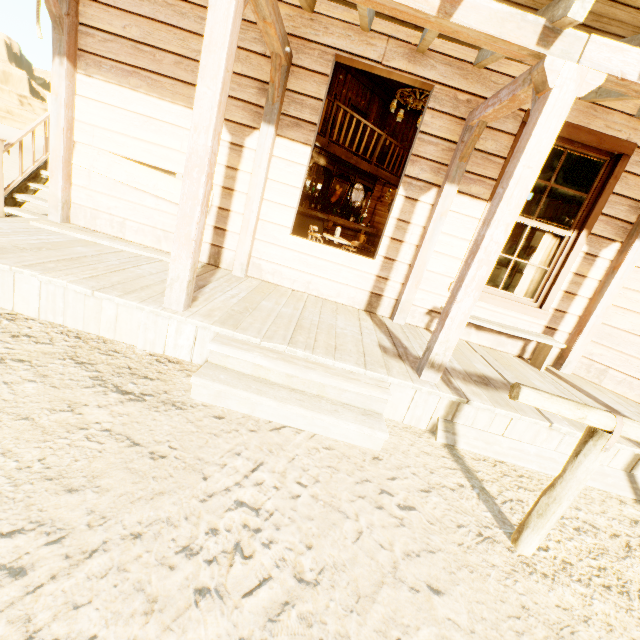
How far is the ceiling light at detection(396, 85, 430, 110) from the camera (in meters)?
8.30

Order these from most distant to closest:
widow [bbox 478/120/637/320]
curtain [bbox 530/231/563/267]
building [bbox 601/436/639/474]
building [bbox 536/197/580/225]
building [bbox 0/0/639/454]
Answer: building [bbox 536/197/580/225]
curtain [bbox 530/231/563/267]
widow [bbox 478/120/637/320]
building [bbox 601/436/639/474]
building [bbox 0/0/639/454]

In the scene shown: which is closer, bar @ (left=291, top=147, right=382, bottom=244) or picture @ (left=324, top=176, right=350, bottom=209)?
bar @ (left=291, top=147, right=382, bottom=244)

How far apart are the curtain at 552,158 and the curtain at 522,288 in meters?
0.3

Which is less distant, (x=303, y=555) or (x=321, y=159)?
(x=303, y=555)

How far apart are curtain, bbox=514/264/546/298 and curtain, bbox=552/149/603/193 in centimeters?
27cm

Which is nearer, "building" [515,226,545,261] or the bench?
the bench

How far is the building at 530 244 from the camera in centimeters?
904cm
